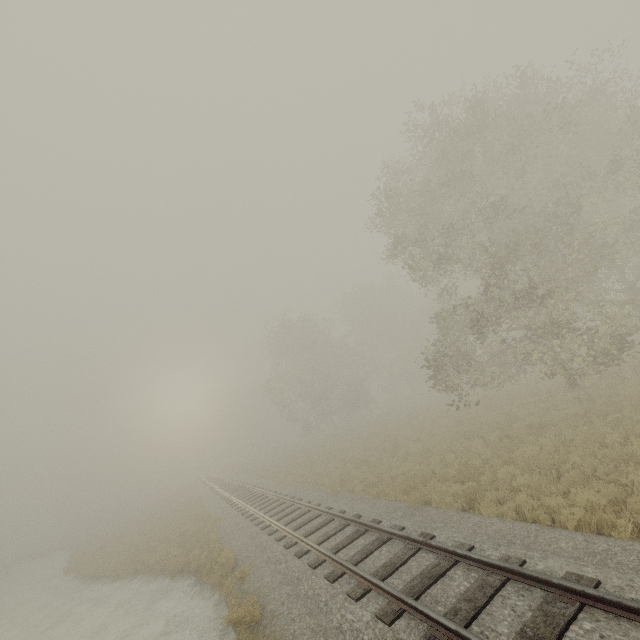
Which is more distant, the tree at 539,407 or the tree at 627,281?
the tree at 539,407

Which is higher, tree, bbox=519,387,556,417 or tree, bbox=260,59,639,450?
tree, bbox=260,59,639,450

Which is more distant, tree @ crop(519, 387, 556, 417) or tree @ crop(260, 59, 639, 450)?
tree @ crop(519, 387, 556, 417)

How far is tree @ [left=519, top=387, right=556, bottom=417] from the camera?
14.7m

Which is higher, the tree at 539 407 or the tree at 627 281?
the tree at 627 281

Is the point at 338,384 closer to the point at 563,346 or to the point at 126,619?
the point at 563,346
